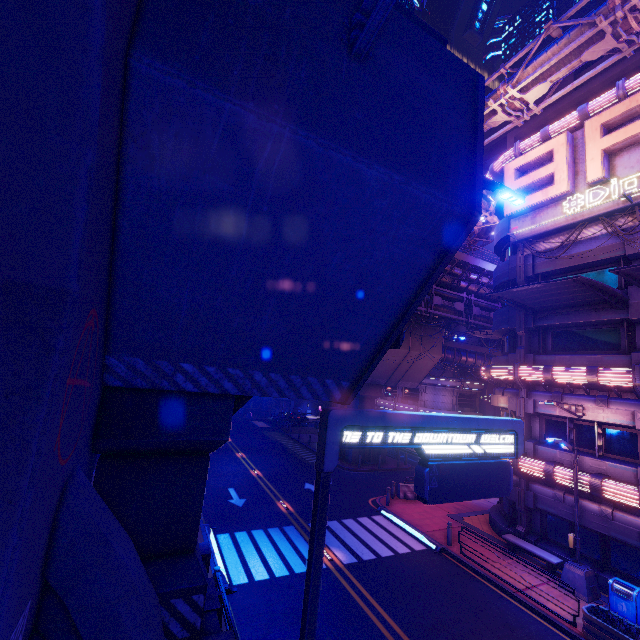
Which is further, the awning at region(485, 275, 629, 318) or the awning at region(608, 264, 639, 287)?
the awning at region(485, 275, 629, 318)

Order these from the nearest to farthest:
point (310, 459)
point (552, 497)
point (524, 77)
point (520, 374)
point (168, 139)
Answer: point (168, 139) < point (552, 497) < point (524, 77) < point (520, 374) < point (310, 459)

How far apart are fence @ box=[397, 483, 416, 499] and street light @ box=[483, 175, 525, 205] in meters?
20.0

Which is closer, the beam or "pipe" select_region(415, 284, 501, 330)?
the beam

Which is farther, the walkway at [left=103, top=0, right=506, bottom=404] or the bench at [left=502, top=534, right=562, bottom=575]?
the bench at [left=502, top=534, right=562, bottom=575]

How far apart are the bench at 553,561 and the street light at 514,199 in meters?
15.8 m

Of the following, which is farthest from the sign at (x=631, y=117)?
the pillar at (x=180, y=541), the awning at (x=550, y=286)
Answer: the pillar at (x=180, y=541)

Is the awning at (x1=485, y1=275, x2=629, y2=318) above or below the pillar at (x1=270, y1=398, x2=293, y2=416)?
above
